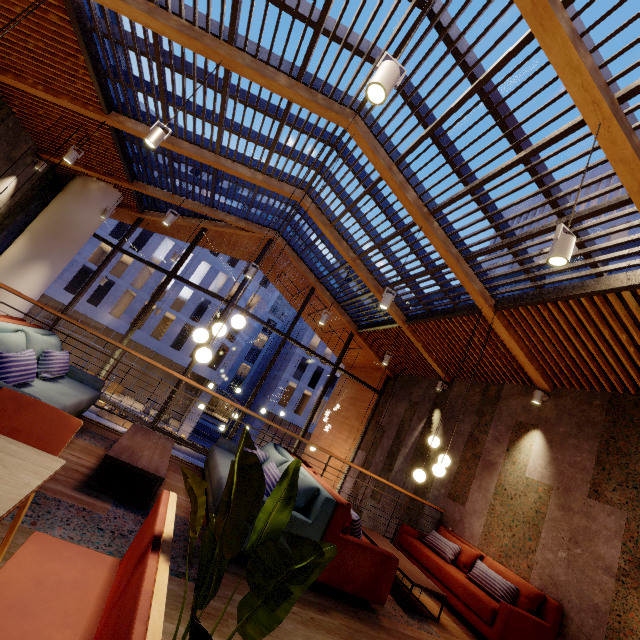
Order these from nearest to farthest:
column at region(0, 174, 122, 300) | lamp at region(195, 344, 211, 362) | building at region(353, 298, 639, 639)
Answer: lamp at region(195, 344, 211, 362) < building at region(353, 298, 639, 639) < column at region(0, 174, 122, 300)

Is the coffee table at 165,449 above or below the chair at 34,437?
below

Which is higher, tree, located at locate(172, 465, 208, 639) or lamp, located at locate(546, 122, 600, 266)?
lamp, located at locate(546, 122, 600, 266)

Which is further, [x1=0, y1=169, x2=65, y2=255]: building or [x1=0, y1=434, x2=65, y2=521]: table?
[x1=0, y1=169, x2=65, y2=255]: building

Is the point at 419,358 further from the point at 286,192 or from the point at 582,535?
the point at 286,192

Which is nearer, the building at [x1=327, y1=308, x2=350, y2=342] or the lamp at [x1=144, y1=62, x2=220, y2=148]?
the lamp at [x1=144, y1=62, x2=220, y2=148]

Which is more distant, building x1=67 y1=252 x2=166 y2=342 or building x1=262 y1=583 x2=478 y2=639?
building x1=67 y1=252 x2=166 y2=342

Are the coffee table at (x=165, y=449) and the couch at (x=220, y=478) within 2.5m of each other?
yes
